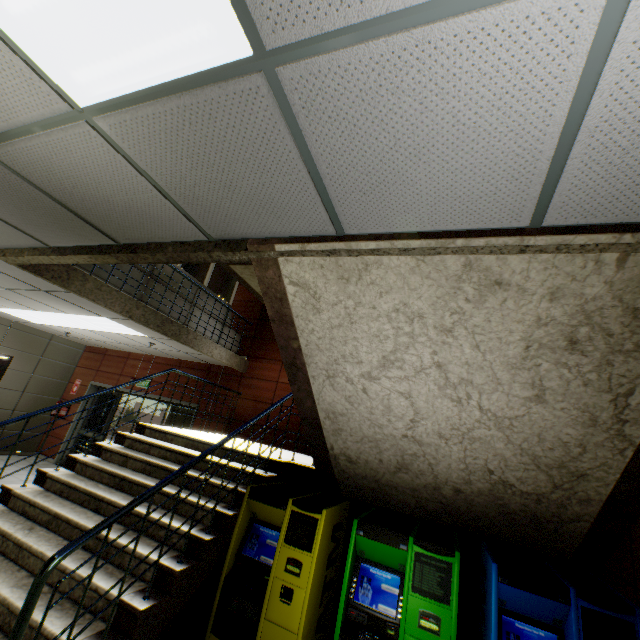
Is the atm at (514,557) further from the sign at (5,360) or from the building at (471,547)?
the sign at (5,360)

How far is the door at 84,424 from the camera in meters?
9.0 m

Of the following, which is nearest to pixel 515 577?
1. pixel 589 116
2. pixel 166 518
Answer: pixel 589 116

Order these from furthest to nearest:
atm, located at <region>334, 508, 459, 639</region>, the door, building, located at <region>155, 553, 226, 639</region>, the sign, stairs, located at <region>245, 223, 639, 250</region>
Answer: the door
the sign
building, located at <region>155, 553, 226, 639</region>
atm, located at <region>334, 508, 459, 639</region>
stairs, located at <region>245, 223, 639, 250</region>

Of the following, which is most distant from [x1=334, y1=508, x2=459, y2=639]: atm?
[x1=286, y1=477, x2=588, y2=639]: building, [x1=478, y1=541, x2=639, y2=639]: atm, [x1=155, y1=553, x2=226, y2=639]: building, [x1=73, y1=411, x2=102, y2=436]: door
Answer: [x1=73, y1=411, x2=102, y2=436]: door

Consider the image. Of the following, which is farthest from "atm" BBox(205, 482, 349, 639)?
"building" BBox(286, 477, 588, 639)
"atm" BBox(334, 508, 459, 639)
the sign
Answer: the sign

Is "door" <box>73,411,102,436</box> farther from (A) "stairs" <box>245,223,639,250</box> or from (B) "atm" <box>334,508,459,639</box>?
(B) "atm" <box>334,508,459,639</box>

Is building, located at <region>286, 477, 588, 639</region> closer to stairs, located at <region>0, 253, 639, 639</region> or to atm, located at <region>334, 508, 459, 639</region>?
stairs, located at <region>0, 253, 639, 639</region>
